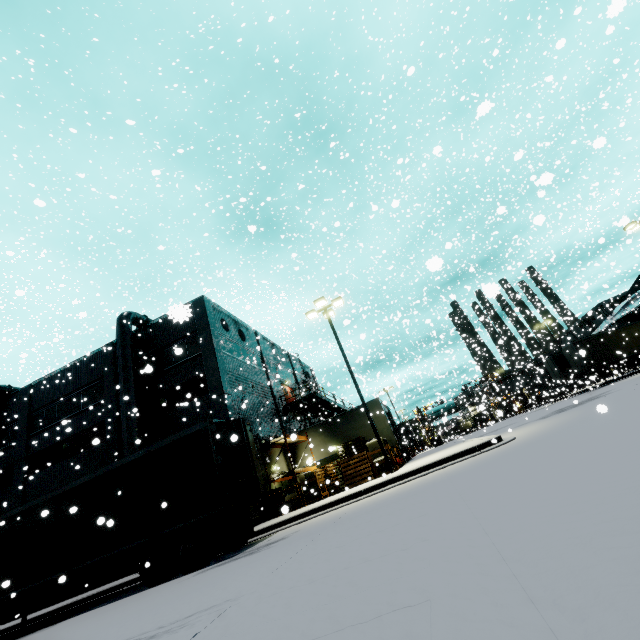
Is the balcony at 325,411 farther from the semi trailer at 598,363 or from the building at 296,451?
the semi trailer at 598,363

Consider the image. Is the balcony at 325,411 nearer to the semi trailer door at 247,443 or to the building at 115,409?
the building at 115,409

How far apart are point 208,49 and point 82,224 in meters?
12.7 m

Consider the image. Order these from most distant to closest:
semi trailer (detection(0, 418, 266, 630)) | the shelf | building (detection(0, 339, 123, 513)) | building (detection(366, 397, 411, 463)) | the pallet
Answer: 1. building (detection(366, 397, 411, 463))
2. building (detection(0, 339, 123, 513))
3. the pallet
4. the shelf
5. semi trailer (detection(0, 418, 266, 630))

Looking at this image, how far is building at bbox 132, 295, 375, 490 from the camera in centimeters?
2011cm

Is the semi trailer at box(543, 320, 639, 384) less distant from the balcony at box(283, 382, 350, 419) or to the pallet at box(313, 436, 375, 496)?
the pallet at box(313, 436, 375, 496)

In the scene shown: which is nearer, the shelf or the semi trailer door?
the semi trailer door

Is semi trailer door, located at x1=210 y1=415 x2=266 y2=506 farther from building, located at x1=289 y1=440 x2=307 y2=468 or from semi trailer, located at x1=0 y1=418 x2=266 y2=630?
building, located at x1=289 y1=440 x2=307 y2=468
